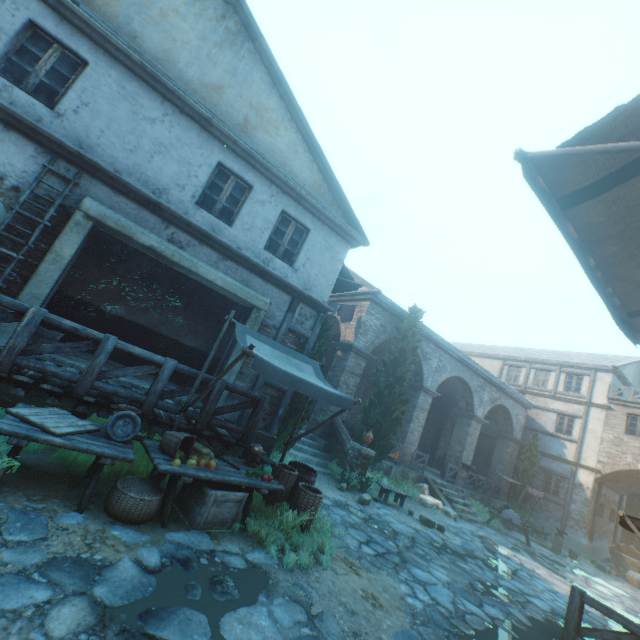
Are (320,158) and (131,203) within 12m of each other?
yes

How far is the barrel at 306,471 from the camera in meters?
6.2

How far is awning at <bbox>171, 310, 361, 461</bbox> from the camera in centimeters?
478cm

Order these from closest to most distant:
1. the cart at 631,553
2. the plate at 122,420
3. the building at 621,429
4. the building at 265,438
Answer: the plate at 122,420, the building at 265,438, the cart at 631,553, the building at 621,429

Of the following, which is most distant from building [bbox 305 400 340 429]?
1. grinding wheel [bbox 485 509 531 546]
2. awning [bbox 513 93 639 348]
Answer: grinding wheel [bbox 485 509 531 546]

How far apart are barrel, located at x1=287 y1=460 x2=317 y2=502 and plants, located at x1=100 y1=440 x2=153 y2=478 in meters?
2.4 m

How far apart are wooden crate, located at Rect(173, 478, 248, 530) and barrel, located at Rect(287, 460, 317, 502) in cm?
127

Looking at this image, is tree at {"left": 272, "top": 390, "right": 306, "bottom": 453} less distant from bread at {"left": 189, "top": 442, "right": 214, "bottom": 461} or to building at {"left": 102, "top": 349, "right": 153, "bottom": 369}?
building at {"left": 102, "top": 349, "right": 153, "bottom": 369}
